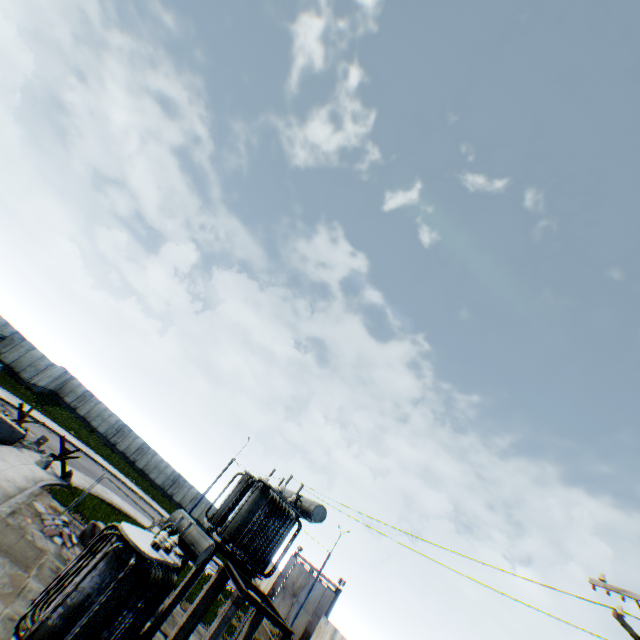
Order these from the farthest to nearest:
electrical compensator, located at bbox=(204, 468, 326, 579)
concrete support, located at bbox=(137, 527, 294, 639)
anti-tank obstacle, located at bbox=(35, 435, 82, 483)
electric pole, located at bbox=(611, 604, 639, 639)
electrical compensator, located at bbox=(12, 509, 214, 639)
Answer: anti-tank obstacle, located at bbox=(35, 435, 82, 483) < electrical compensator, located at bbox=(204, 468, 326, 579) < concrete support, located at bbox=(137, 527, 294, 639) < electrical compensator, located at bbox=(12, 509, 214, 639) < electric pole, located at bbox=(611, 604, 639, 639)

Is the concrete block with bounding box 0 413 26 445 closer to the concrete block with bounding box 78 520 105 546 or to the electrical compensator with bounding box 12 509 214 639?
the concrete block with bounding box 78 520 105 546

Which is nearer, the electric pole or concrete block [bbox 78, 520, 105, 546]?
the electric pole

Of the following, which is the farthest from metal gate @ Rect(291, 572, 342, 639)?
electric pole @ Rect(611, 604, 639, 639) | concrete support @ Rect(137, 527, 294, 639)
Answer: electric pole @ Rect(611, 604, 639, 639)

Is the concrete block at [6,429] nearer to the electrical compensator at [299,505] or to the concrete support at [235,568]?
the electrical compensator at [299,505]

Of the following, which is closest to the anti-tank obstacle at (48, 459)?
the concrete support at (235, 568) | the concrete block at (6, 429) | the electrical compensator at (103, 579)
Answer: the concrete block at (6, 429)

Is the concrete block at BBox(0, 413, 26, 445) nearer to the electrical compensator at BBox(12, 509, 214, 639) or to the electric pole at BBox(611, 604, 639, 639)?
the electrical compensator at BBox(12, 509, 214, 639)

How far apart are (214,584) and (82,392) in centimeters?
4545cm
